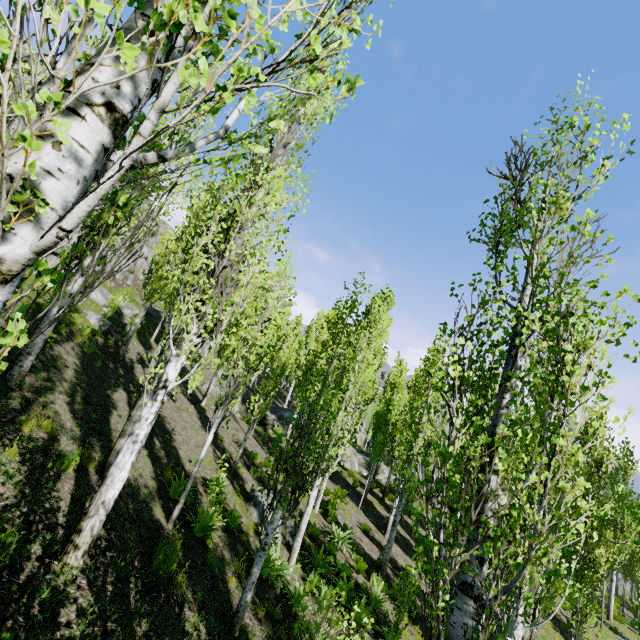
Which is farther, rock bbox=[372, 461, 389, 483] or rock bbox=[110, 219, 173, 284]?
rock bbox=[110, 219, 173, 284]

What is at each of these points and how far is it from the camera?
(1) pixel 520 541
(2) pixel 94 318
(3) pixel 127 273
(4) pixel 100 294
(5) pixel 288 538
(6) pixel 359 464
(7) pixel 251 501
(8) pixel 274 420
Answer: (1) instancedfoliageactor, 3.47m
(2) rock, 17.42m
(3) rock, 34.97m
(4) rock, 23.33m
(5) rock, 11.53m
(6) rock, 27.27m
(7) rock, 11.95m
(8) rock, 27.84m

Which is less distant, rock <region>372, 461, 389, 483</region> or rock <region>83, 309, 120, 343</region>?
rock <region>83, 309, 120, 343</region>

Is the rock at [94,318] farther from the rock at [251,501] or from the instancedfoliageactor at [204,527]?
the rock at [251,501]

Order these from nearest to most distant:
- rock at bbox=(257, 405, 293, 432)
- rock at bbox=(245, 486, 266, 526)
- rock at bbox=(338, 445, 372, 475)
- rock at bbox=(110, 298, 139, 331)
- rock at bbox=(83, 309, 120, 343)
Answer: rock at bbox=(245, 486, 266, 526)
rock at bbox=(83, 309, 120, 343)
rock at bbox=(110, 298, 139, 331)
rock at bbox=(257, 405, 293, 432)
rock at bbox=(338, 445, 372, 475)

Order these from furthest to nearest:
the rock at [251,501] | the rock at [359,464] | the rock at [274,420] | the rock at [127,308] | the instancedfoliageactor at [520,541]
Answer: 1. the rock at [359,464]
2. the rock at [274,420]
3. the rock at [127,308]
4. the rock at [251,501]
5. the instancedfoliageactor at [520,541]

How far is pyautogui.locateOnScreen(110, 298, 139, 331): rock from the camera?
23.4m
